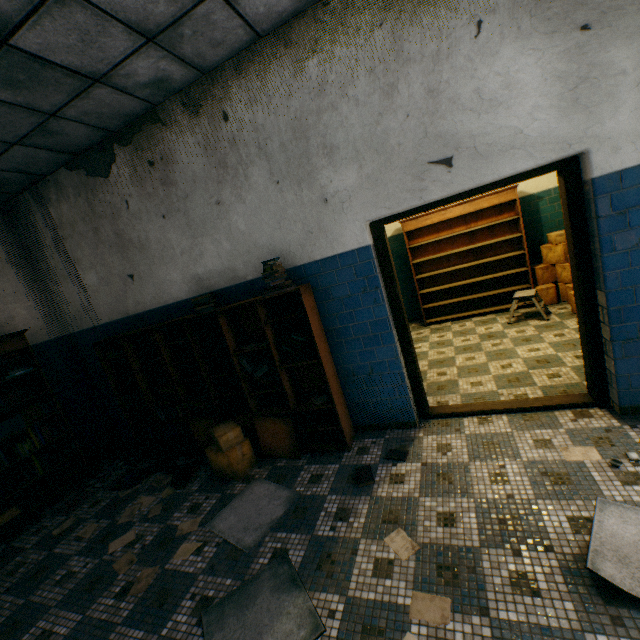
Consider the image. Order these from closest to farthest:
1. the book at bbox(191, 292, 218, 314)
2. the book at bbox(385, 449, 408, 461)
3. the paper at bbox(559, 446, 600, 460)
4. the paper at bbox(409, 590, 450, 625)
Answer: the paper at bbox(409, 590, 450, 625) < the paper at bbox(559, 446, 600, 460) < the book at bbox(385, 449, 408, 461) < the book at bbox(191, 292, 218, 314)

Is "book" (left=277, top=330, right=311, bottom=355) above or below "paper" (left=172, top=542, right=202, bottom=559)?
above

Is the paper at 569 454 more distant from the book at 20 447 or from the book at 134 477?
the book at 20 447

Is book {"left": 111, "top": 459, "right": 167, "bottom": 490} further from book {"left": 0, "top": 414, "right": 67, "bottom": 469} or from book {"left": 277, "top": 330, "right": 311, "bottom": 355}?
book {"left": 277, "top": 330, "right": 311, "bottom": 355}

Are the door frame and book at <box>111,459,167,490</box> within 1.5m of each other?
no

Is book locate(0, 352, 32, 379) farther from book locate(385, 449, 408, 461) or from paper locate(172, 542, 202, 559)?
book locate(385, 449, 408, 461)

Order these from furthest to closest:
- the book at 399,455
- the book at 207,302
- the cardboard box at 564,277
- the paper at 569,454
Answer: the cardboard box at 564,277 < the book at 207,302 < the book at 399,455 < the paper at 569,454

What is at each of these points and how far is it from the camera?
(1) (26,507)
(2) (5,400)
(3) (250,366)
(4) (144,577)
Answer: (1) bookcase, 4.04m
(2) book, 3.92m
(3) book, 3.58m
(4) paper, 2.57m
